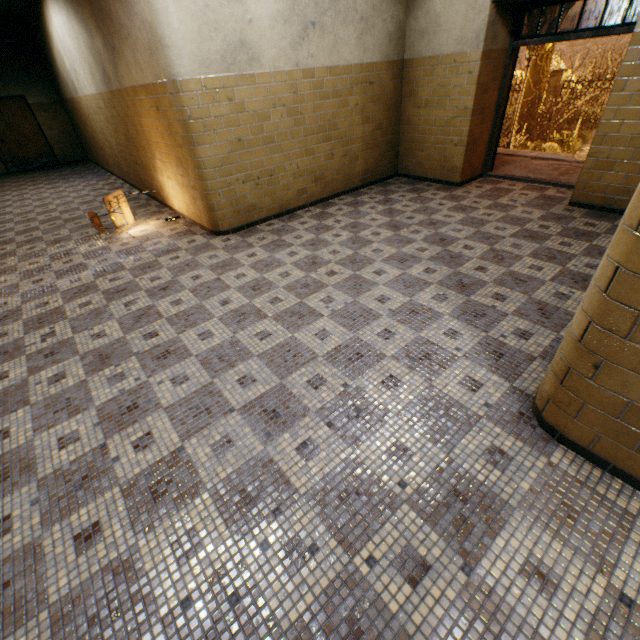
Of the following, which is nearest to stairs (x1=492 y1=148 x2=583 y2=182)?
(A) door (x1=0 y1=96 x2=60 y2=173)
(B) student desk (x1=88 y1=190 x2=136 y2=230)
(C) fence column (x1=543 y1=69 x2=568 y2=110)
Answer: (B) student desk (x1=88 y1=190 x2=136 y2=230)

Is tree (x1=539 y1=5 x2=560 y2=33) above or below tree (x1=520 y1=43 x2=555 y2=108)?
above

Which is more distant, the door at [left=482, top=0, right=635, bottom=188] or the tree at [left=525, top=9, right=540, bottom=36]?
the tree at [left=525, top=9, right=540, bottom=36]

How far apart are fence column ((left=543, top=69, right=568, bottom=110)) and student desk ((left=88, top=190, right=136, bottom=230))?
21.6m

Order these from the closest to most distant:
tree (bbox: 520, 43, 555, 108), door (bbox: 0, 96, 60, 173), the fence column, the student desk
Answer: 1. the student desk
2. door (bbox: 0, 96, 60, 173)
3. tree (bbox: 520, 43, 555, 108)
4. the fence column

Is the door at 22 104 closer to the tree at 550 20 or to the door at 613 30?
the door at 613 30

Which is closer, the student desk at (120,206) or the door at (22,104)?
the student desk at (120,206)

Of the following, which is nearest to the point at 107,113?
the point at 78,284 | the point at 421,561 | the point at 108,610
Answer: the point at 78,284
